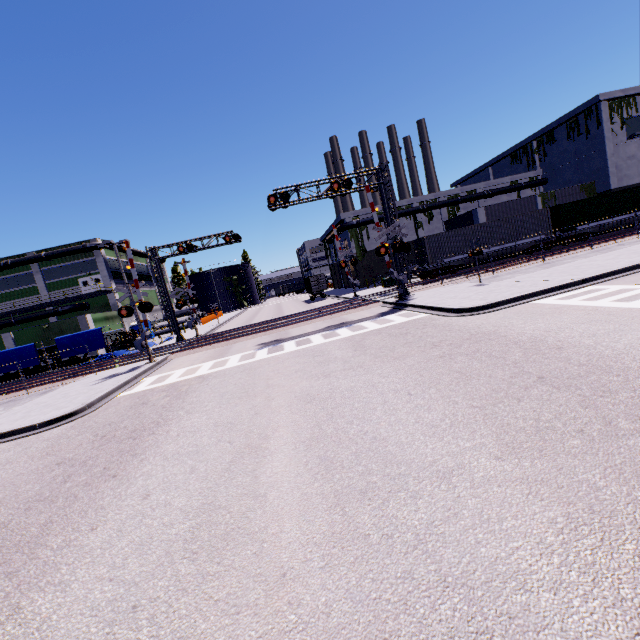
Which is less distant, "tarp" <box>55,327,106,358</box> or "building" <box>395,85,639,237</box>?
"tarp" <box>55,327,106,358</box>

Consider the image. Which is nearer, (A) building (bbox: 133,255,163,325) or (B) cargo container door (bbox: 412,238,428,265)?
(B) cargo container door (bbox: 412,238,428,265)

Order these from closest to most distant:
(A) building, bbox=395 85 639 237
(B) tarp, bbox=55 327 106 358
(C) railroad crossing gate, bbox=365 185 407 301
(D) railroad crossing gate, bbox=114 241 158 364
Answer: (D) railroad crossing gate, bbox=114 241 158 364, (C) railroad crossing gate, bbox=365 185 407 301, (B) tarp, bbox=55 327 106 358, (A) building, bbox=395 85 639 237

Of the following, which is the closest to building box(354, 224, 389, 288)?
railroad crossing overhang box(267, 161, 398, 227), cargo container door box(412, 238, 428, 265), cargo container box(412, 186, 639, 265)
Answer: cargo container box(412, 186, 639, 265)

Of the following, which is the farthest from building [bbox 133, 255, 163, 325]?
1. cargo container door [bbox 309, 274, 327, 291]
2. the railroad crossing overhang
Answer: the railroad crossing overhang

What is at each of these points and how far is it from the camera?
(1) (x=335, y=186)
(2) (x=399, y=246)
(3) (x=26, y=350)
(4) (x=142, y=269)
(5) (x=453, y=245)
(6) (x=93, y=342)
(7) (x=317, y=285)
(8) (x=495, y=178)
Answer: (1) railroad crossing overhang, 20.4m
(2) railroad crossing gate, 20.4m
(3) tarp, 28.3m
(4) building, 56.3m
(5) cargo container, 28.8m
(6) tarp, 29.0m
(7) cargo container door, 45.0m
(8) building, 56.6m

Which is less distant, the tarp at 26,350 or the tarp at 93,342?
the tarp at 26,350

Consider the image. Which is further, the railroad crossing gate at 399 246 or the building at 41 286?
the building at 41 286
